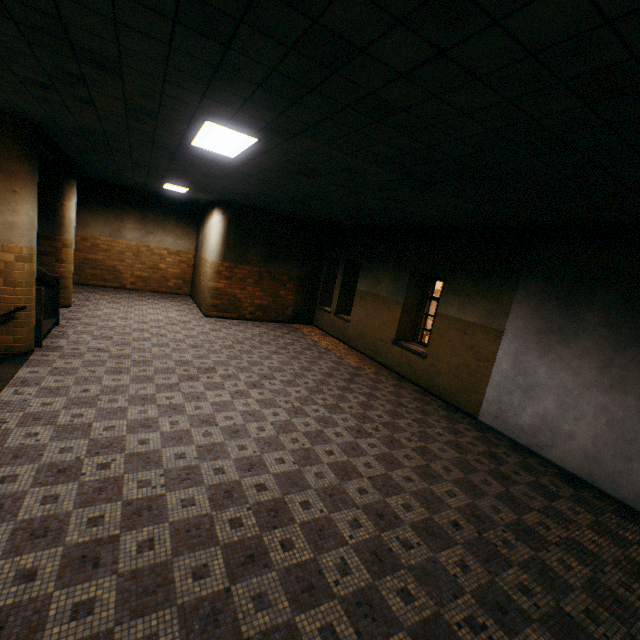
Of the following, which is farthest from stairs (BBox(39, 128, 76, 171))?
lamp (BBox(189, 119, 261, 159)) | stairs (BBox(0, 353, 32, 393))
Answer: lamp (BBox(189, 119, 261, 159))

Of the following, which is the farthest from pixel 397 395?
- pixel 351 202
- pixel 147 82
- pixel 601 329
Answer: pixel 147 82

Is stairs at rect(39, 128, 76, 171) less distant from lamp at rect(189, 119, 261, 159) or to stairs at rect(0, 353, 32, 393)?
stairs at rect(0, 353, 32, 393)

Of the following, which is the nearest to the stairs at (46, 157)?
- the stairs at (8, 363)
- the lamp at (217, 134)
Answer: the stairs at (8, 363)

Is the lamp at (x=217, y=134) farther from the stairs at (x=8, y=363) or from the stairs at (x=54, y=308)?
the stairs at (x=8, y=363)

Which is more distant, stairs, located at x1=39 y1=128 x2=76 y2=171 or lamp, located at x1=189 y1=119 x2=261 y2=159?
stairs, located at x1=39 y1=128 x2=76 y2=171

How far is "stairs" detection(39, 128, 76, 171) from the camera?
6.3m
